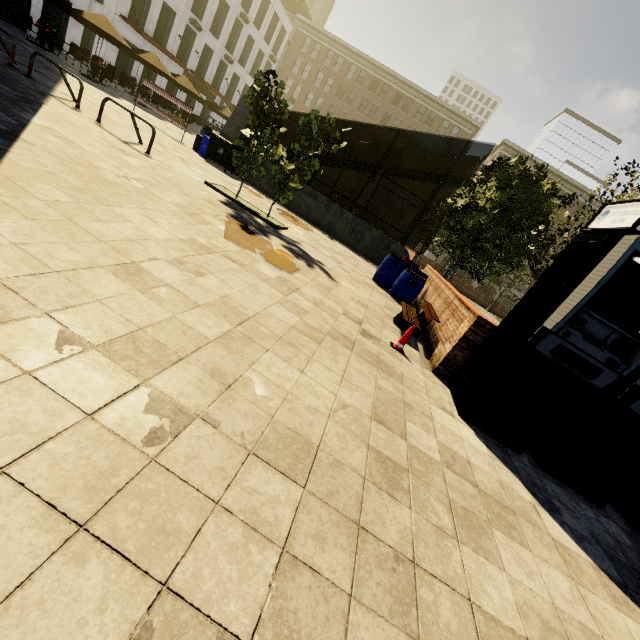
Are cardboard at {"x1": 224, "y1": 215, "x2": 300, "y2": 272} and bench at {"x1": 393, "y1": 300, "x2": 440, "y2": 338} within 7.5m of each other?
yes

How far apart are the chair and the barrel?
22.04m

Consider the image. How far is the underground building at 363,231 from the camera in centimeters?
1440cm

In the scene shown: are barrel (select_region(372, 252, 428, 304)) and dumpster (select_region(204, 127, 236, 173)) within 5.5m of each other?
no

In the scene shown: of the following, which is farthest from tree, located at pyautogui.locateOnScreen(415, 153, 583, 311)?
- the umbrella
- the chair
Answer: the chair

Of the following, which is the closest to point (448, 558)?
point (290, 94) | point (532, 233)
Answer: point (532, 233)

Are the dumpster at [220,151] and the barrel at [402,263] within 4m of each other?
no

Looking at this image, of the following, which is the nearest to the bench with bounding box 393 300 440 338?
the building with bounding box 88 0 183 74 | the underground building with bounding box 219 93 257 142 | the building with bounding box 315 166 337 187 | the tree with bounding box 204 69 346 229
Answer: the tree with bounding box 204 69 346 229
